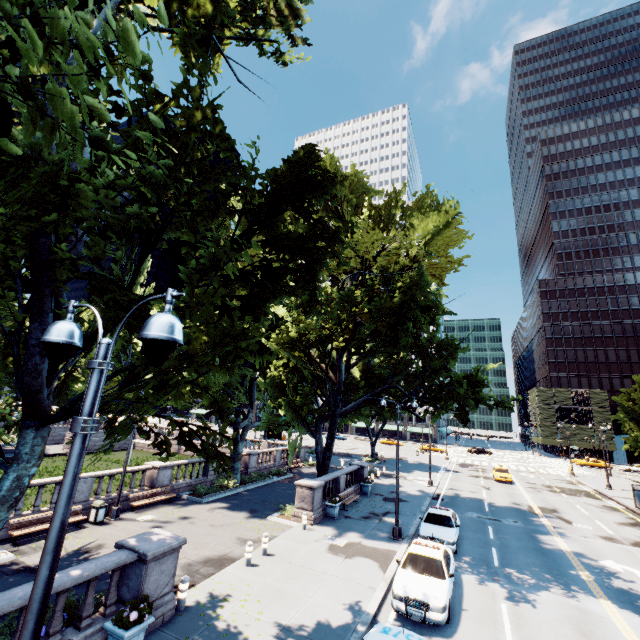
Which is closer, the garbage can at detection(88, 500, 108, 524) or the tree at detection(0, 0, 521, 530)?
the tree at detection(0, 0, 521, 530)

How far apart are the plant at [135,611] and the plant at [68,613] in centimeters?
176cm

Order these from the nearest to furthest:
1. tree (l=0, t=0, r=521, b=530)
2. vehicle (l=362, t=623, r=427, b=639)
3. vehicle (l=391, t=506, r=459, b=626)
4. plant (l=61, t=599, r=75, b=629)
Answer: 1. tree (l=0, t=0, r=521, b=530)
2. vehicle (l=362, t=623, r=427, b=639)
3. plant (l=61, t=599, r=75, b=629)
4. vehicle (l=391, t=506, r=459, b=626)

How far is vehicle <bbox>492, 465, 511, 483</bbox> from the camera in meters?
36.8

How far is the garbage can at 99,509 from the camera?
16.39m

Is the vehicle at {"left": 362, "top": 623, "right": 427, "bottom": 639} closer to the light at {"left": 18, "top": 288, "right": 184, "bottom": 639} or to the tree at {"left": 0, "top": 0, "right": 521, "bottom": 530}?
the light at {"left": 18, "top": 288, "right": 184, "bottom": 639}

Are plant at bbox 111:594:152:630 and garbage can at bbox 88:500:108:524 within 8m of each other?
no

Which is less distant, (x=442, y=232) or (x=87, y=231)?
(x=87, y=231)
